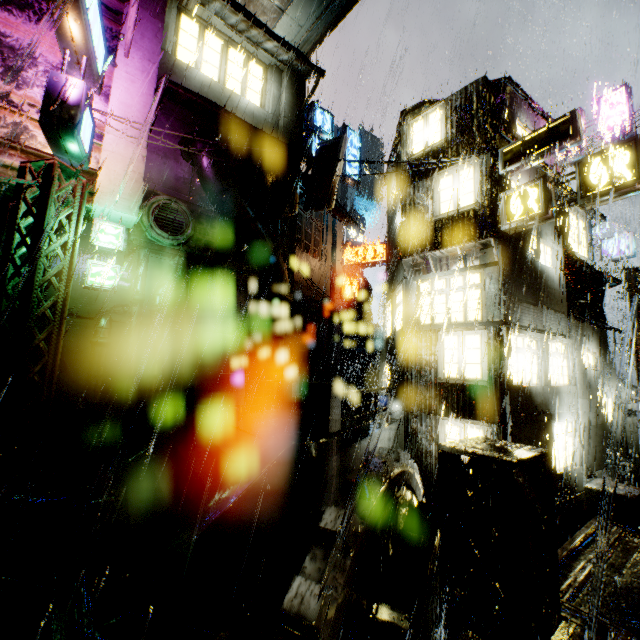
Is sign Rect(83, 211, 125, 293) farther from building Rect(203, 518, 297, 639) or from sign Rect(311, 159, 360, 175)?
sign Rect(311, 159, 360, 175)

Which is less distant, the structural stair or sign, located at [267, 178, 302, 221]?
the structural stair

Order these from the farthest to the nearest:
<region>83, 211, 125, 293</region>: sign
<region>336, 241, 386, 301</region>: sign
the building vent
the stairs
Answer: the building vent
<region>336, 241, 386, 301</region>: sign
<region>83, 211, 125, 293</region>: sign
the stairs

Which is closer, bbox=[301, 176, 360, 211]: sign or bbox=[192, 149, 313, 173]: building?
bbox=[301, 176, 360, 211]: sign

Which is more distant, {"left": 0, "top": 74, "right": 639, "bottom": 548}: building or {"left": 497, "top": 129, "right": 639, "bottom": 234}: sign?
{"left": 0, "top": 74, "right": 639, "bottom": 548}: building

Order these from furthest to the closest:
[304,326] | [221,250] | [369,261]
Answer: [369,261] → [304,326] → [221,250]

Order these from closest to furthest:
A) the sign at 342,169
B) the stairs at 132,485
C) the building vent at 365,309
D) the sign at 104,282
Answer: the stairs at 132,485 → the sign at 104,282 → the sign at 342,169 → the building vent at 365,309

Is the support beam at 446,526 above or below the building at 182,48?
below
